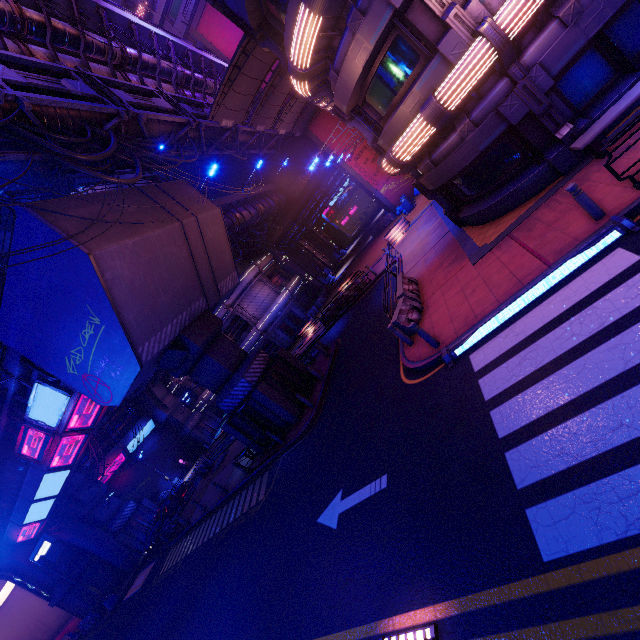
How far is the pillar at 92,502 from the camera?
29.7 meters

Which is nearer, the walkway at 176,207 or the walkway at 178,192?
the walkway at 176,207

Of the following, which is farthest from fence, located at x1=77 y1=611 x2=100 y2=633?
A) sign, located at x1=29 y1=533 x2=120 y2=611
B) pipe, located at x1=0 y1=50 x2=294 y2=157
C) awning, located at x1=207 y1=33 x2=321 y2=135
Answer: awning, located at x1=207 y1=33 x2=321 y2=135

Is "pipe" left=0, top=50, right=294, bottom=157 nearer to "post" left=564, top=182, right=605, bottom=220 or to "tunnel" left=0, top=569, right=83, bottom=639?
"tunnel" left=0, top=569, right=83, bottom=639

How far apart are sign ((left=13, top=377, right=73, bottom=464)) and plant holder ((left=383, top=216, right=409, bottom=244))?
22.48m

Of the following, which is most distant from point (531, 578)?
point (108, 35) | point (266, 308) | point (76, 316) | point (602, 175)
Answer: point (266, 308)

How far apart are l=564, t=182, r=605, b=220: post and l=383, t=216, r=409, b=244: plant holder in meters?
18.3

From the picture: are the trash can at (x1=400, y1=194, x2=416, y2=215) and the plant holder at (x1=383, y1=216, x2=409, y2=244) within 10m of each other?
yes
